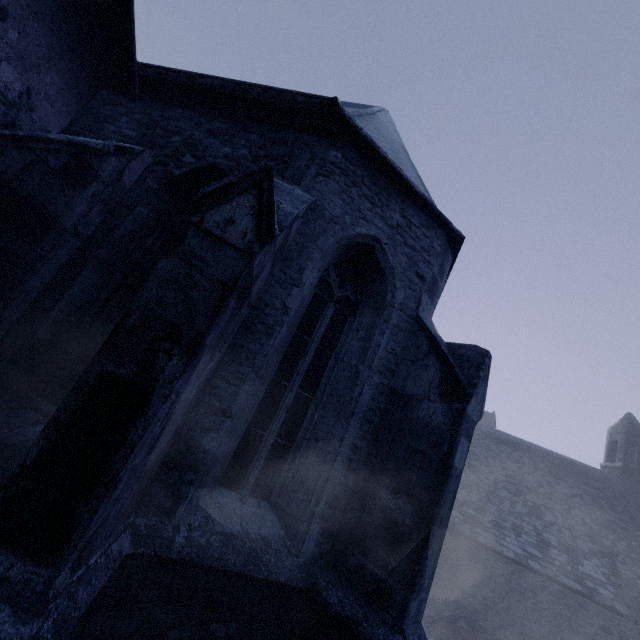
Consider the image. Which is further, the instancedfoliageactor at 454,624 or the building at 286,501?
the instancedfoliageactor at 454,624

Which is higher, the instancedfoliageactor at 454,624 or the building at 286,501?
the building at 286,501

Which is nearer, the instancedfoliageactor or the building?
the building

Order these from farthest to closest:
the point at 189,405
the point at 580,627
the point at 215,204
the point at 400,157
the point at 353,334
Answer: the point at 580,627 < the point at 400,157 < the point at 353,334 < the point at 189,405 < the point at 215,204

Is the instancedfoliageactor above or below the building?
below
